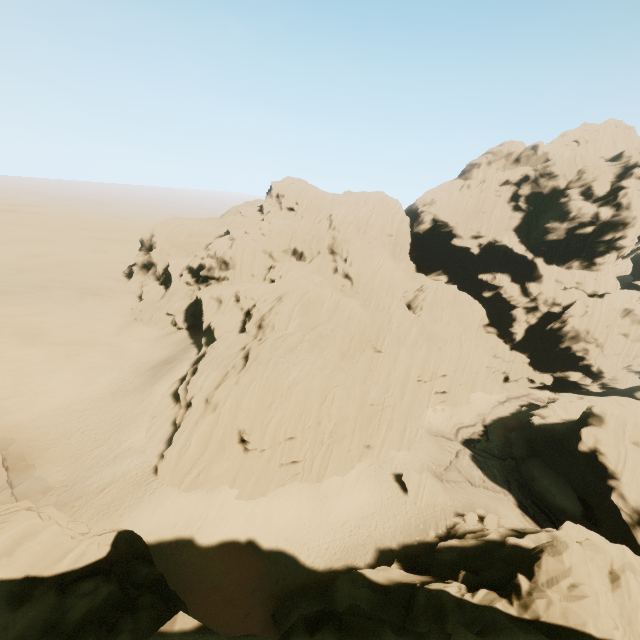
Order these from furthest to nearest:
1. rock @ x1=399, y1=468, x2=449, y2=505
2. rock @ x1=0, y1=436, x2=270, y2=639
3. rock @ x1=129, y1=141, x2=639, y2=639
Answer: rock @ x1=399, y1=468, x2=449, y2=505 → rock @ x1=129, y1=141, x2=639, y2=639 → rock @ x1=0, y1=436, x2=270, y2=639

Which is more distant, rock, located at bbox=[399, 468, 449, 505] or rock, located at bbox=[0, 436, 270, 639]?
rock, located at bbox=[399, 468, 449, 505]

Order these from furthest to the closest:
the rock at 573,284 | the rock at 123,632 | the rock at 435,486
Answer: the rock at 435,486, the rock at 573,284, the rock at 123,632

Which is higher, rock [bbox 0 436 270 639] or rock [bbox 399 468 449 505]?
rock [bbox 0 436 270 639]

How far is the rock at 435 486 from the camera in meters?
31.9 m

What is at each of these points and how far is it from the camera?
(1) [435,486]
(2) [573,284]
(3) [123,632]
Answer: (1) rock, 32.9m
(2) rock, 51.5m
(3) rock, 12.7m
